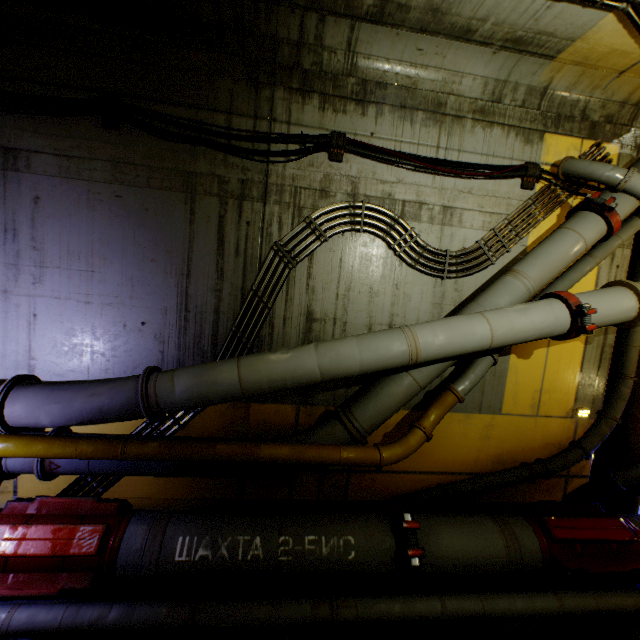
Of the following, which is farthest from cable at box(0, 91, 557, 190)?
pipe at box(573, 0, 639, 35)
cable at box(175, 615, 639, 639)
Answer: cable at box(175, 615, 639, 639)

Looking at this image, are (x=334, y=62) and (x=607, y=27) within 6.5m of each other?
yes

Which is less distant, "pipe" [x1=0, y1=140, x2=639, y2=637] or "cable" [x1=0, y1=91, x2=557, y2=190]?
"pipe" [x1=0, y1=140, x2=639, y2=637]

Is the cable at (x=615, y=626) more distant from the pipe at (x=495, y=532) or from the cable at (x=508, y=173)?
the cable at (x=508, y=173)

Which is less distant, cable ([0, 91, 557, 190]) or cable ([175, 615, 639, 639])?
Answer: cable ([175, 615, 639, 639])

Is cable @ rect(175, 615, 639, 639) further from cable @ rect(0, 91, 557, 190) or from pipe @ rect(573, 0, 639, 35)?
cable @ rect(0, 91, 557, 190)

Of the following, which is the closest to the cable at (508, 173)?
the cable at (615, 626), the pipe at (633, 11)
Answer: the pipe at (633, 11)
